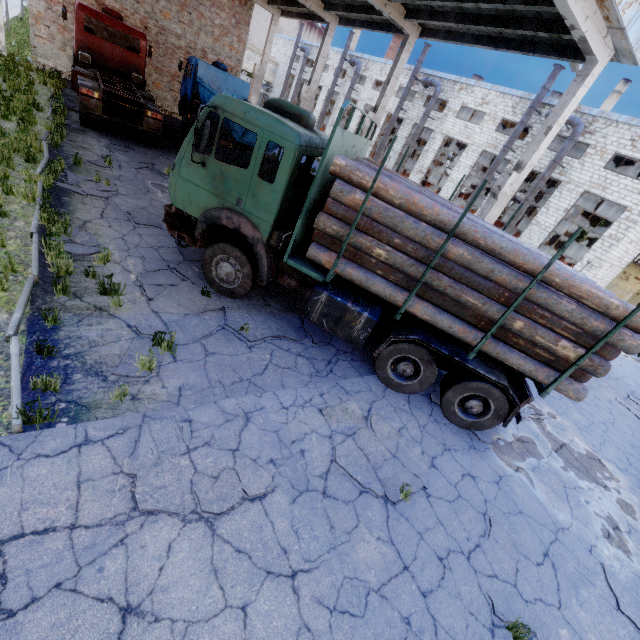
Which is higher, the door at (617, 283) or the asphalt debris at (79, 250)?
the door at (617, 283)

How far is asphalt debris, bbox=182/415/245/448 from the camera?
4.30m

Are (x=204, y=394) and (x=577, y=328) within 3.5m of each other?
no

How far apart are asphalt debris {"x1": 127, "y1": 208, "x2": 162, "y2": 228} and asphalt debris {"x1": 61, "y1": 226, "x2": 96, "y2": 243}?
1.3 meters

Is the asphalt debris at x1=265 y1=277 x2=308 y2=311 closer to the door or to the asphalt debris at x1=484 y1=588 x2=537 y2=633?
the asphalt debris at x1=484 y1=588 x2=537 y2=633

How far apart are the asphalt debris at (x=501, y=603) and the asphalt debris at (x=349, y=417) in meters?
1.0 m

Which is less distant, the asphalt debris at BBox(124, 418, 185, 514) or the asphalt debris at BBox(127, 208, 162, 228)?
the asphalt debris at BBox(124, 418, 185, 514)

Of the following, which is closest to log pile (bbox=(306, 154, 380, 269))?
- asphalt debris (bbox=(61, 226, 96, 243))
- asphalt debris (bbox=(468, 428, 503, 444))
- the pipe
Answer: asphalt debris (bbox=(468, 428, 503, 444))
